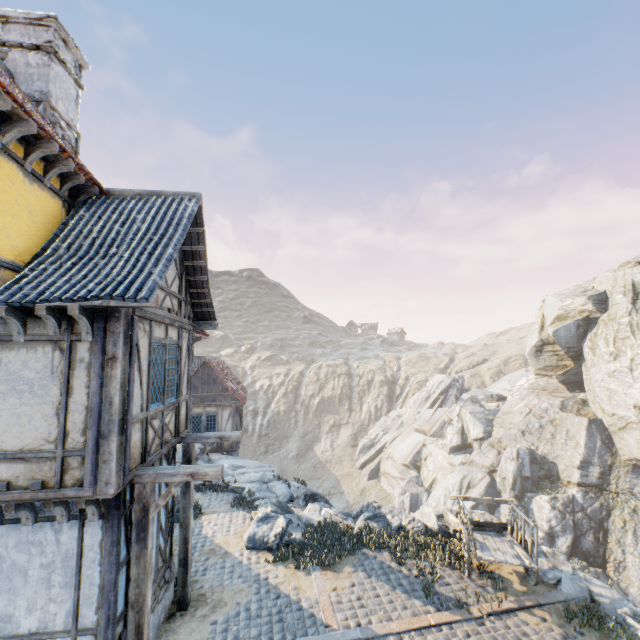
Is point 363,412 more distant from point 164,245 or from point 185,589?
point 164,245

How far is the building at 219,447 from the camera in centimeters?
2039cm

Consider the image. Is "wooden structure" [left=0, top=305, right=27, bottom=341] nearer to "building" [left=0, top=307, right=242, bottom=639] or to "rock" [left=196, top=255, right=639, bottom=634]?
"building" [left=0, top=307, right=242, bottom=639]

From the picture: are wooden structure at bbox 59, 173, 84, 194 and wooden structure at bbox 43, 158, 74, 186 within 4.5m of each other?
yes

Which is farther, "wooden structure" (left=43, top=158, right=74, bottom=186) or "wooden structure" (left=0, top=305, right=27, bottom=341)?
"wooden structure" (left=43, top=158, right=74, bottom=186)

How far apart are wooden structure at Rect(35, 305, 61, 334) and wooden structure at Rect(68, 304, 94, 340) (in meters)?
0.33

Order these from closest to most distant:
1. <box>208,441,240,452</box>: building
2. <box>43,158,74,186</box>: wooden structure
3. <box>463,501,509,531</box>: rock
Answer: <box>43,158,74,186</box>: wooden structure, <box>463,501,509,531</box>: rock, <box>208,441,240,452</box>: building

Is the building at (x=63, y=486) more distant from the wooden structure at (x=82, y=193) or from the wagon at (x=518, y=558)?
the wagon at (x=518, y=558)
